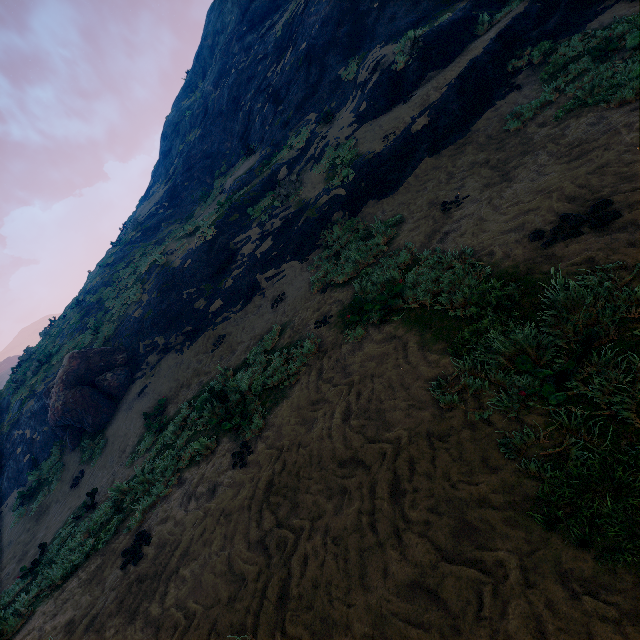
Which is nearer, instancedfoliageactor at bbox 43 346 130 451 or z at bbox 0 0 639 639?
z at bbox 0 0 639 639

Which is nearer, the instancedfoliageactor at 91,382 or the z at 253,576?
the z at 253,576

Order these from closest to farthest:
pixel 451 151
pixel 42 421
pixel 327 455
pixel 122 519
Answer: pixel 327 455
pixel 122 519
pixel 451 151
pixel 42 421

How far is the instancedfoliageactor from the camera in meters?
12.6

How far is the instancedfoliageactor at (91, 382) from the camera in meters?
12.6 m
